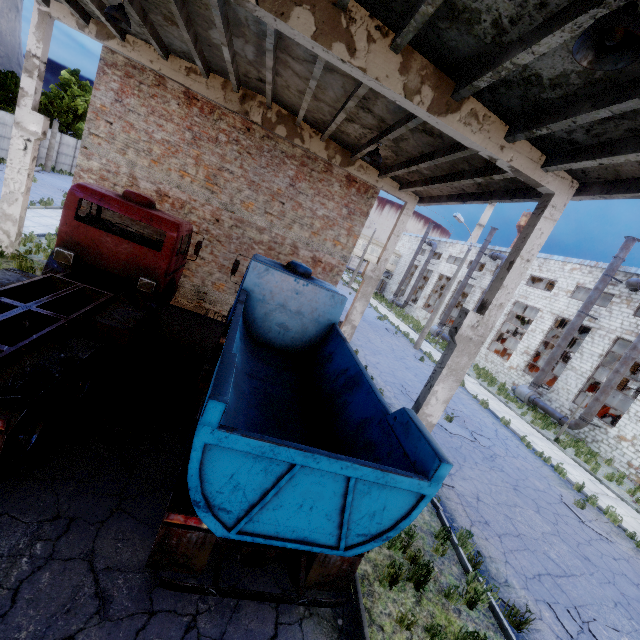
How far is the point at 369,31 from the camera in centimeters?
496cm

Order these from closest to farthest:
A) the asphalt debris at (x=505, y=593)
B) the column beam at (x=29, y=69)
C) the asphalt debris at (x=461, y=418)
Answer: the asphalt debris at (x=505, y=593) < the column beam at (x=29, y=69) < the asphalt debris at (x=461, y=418)

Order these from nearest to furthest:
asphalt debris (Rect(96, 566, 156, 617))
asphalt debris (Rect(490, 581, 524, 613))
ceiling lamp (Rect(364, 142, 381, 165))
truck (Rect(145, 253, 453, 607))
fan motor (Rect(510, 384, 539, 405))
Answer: truck (Rect(145, 253, 453, 607)) → asphalt debris (Rect(96, 566, 156, 617)) → asphalt debris (Rect(490, 581, 524, 613)) → ceiling lamp (Rect(364, 142, 381, 165)) → fan motor (Rect(510, 384, 539, 405))

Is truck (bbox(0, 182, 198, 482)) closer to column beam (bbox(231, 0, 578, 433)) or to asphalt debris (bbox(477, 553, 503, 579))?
A: column beam (bbox(231, 0, 578, 433))

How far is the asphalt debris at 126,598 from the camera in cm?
387

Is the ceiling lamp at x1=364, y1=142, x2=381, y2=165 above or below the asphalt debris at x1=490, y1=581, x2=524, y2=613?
above

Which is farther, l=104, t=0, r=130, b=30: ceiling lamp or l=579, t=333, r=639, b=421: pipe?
l=579, t=333, r=639, b=421: pipe

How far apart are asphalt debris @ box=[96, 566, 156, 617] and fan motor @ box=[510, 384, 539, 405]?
25.7m
